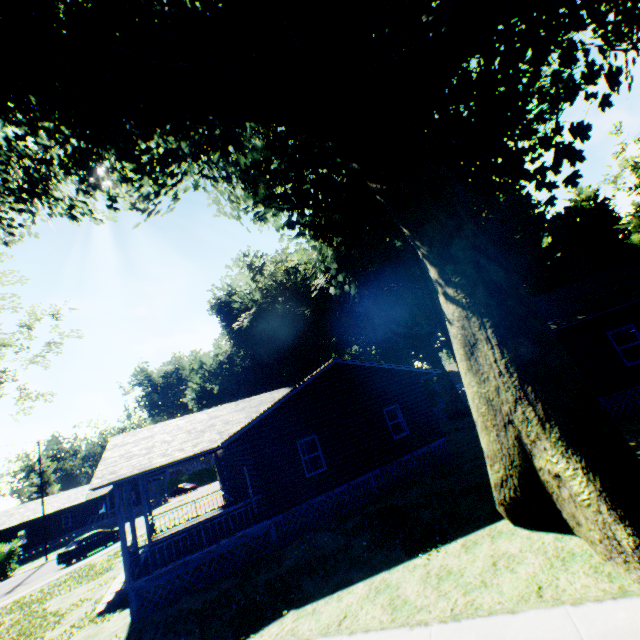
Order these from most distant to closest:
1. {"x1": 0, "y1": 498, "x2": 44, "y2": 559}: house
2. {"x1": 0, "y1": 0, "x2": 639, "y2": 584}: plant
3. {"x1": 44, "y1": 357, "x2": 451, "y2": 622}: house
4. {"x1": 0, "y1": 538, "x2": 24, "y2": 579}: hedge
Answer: {"x1": 0, "y1": 498, "x2": 44, "y2": 559}: house
{"x1": 0, "y1": 538, "x2": 24, "y2": 579}: hedge
{"x1": 44, "y1": 357, "x2": 451, "y2": 622}: house
{"x1": 0, "y1": 0, "x2": 639, "y2": 584}: plant

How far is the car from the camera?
25.3m

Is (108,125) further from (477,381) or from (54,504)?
(54,504)

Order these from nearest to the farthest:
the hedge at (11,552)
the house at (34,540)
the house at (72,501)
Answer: the house at (72,501) < the hedge at (11,552) < the house at (34,540)

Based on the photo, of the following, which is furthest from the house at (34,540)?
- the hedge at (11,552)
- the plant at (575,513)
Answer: the plant at (575,513)

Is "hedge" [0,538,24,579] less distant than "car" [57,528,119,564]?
No

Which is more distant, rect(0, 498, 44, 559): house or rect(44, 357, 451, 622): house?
rect(0, 498, 44, 559): house

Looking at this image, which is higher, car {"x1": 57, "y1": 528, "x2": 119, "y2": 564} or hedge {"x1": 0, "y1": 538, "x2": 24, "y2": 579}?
hedge {"x1": 0, "y1": 538, "x2": 24, "y2": 579}
